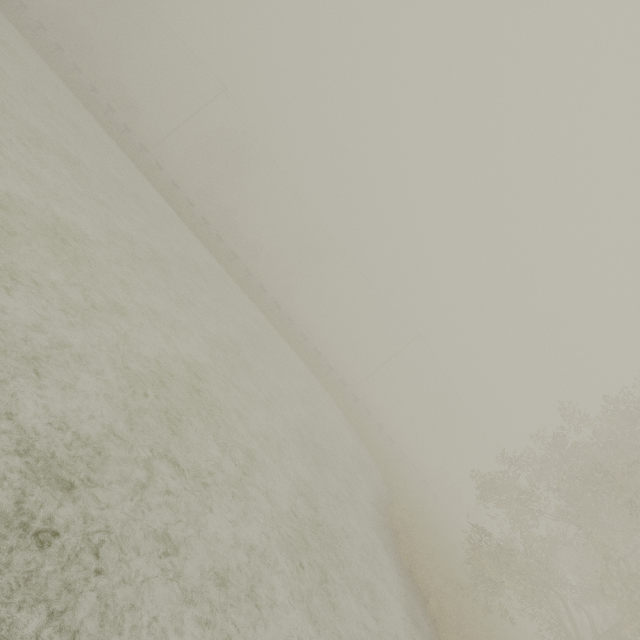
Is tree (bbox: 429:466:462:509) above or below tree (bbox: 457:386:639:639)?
below

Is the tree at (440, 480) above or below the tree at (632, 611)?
below

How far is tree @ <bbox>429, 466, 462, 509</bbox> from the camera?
47.8 meters

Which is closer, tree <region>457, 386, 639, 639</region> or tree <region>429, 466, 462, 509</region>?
tree <region>457, 386, 639, 639</region>

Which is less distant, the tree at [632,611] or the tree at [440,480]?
the tree at [632,611]

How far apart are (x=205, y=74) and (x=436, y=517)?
54.6m
